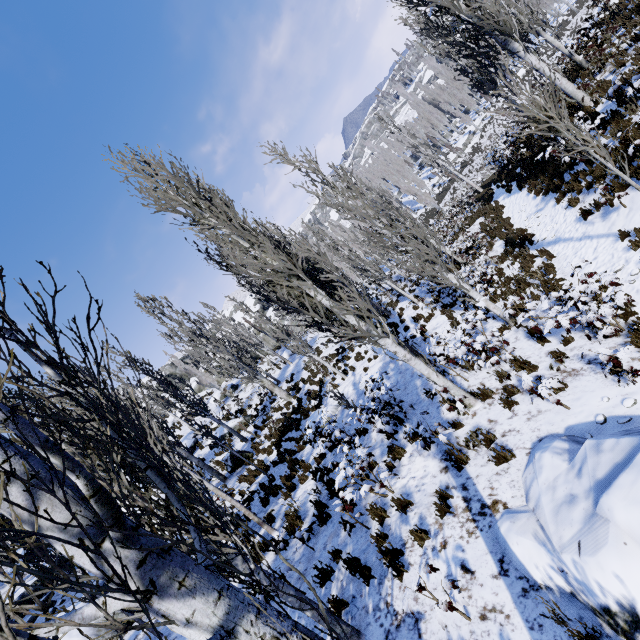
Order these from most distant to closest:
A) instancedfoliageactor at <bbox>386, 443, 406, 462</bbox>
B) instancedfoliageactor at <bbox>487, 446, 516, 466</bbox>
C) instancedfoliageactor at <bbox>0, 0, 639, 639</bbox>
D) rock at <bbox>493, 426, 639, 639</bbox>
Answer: instancedfoliageactor at <bbox>386, 443, 406, 462</bbox>
instancedfoliageactor at <bbox>487, 446, 516, 466</bbox>
rock at <bbox>493, 426, 639, 639</bbox>
instancedfoliageactor at <bbox>0, 0, 639, 639</bbox>

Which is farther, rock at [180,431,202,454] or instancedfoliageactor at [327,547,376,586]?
rock at [180,431,202,454]

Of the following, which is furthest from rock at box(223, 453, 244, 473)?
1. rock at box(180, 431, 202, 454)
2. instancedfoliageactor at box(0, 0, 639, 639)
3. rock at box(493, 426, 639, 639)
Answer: rock at box(493, 426, 639, 639)

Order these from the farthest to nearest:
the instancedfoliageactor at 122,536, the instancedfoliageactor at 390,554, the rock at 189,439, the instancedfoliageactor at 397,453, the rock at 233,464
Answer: the rock at 189,439 → the rock at 233,464 → the instancedfoliageactor at 397,453 → the instancedfoliageactor at 390,554 → the instancedfoliageactor at 122,536

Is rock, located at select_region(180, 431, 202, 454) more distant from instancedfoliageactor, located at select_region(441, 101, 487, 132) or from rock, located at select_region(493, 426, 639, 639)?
rock, located at select_region(493, 426, 639, 639)

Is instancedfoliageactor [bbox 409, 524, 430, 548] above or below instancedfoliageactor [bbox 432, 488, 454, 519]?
above

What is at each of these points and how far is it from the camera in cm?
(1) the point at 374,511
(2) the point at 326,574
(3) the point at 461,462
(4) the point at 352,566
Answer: (1) instancedfoliageactor, 604
(2) instancedfoliageactor, 560
(3) instancedfoliageactor, 600
(4) instancedfoliageactor, 541

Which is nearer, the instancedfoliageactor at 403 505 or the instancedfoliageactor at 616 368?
A: the instancedfoliageactor at 616 368
